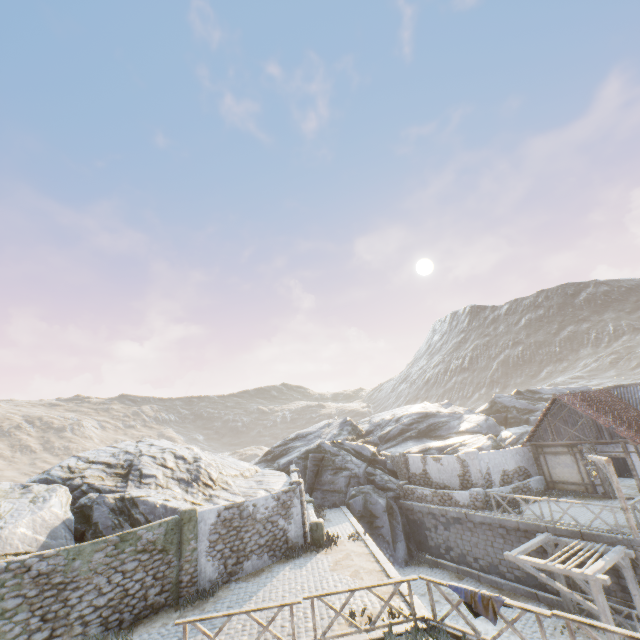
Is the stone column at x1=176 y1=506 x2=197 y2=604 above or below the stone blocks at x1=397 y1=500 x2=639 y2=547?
above

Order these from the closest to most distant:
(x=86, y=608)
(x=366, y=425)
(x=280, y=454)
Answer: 1. (x=86, y=608)
2. (x=280, y=454)
3. (x=366, y=425)

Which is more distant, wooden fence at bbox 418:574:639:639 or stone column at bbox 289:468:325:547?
stone column at bbox 289:468:325:547

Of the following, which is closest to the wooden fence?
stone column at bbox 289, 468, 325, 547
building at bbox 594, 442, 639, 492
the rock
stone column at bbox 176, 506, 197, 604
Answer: stone column at bbox 176, 506, 197, 604

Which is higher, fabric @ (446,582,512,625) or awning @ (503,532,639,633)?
fabric @ (446,582,512,625)

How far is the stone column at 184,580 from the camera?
12.71m

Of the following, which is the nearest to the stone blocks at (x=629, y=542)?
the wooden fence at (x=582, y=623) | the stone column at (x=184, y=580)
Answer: the wooden fence at (x=582, y=623)

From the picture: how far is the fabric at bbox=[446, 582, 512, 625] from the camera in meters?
8.0
